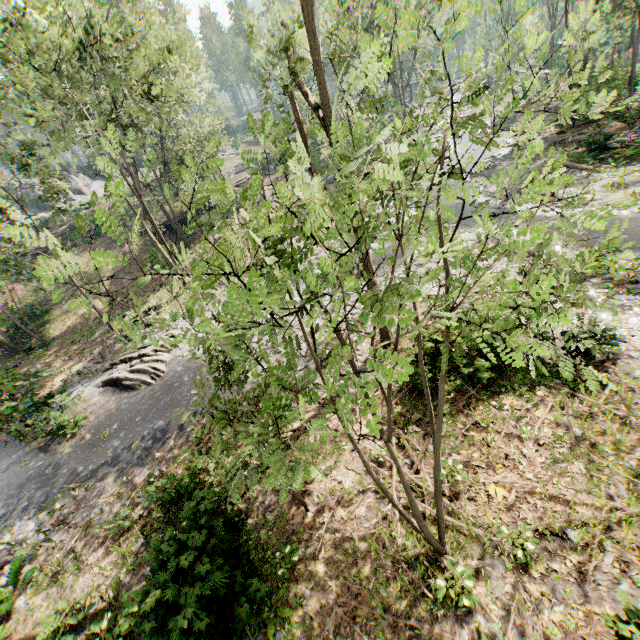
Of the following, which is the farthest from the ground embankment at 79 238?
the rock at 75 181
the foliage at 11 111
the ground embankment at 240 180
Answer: the rock at 75 181

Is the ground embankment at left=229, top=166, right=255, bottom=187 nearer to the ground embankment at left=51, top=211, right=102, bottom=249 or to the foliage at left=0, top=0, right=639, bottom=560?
the foliage at left=0, top=0, right=639, bottom=560

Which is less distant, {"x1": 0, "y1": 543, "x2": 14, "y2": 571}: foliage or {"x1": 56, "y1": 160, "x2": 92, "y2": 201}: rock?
{"x1": 0, "y1": 543, "x2": 14, "y2": 571}: foliage

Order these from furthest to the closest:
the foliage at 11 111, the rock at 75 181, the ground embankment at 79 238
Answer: the rock at 75 181, the ground embankment at 79 238, the foliage at 11 111

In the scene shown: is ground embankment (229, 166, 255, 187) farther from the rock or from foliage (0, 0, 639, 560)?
the rock

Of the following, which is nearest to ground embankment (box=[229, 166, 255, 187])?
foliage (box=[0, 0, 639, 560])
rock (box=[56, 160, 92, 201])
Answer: foliage (box=[0, 0, 639, 560])

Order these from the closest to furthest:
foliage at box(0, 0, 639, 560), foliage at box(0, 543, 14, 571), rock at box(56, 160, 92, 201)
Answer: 1. foliage at box(0, 0, 639, 560)
2. foliage at box(0, 543, 14, 571)
3. rock at box(56, 160, 92, 201)

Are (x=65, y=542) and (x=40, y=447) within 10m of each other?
yes
